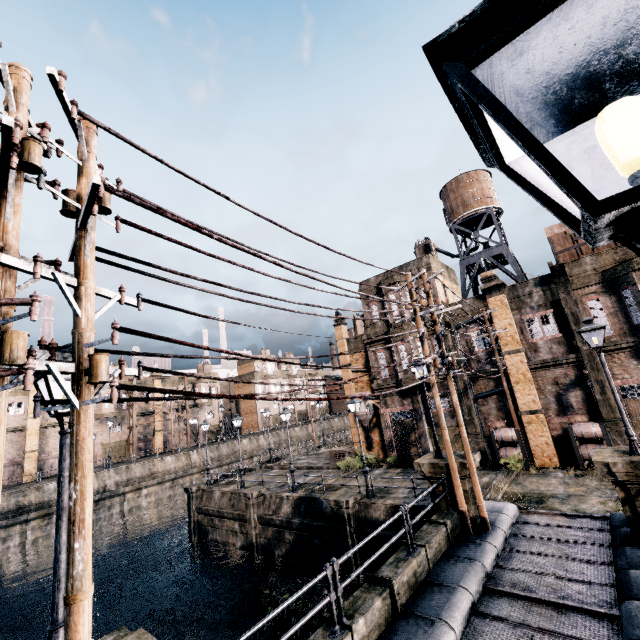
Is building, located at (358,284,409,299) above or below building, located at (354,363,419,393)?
above

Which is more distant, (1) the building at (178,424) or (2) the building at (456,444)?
(1) the building at (178,424)

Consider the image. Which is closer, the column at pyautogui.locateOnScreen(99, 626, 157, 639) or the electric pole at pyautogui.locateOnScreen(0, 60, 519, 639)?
the electric pole at pyautogui.locateOnScreen(0, 60, 519, 639)

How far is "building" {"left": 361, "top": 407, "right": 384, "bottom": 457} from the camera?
31.05m

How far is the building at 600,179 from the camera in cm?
4166

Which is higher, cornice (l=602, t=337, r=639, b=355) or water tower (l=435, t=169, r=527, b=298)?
water tower (l=435, t=169, r=527, b=298)

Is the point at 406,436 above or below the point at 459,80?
below

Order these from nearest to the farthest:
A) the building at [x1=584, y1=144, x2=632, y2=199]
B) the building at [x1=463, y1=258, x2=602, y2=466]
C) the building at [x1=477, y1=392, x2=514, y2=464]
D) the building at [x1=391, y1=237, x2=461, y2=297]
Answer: the building at [x1=463, y1=258, x2=602, y2=466] → the building at [x1=477, y1=392, x2=514, y2=464] → the building at [x1=391, y1=237, x2=461, y2=297] → the building at [x1=584, y1=144, x2=632, y2=199]
